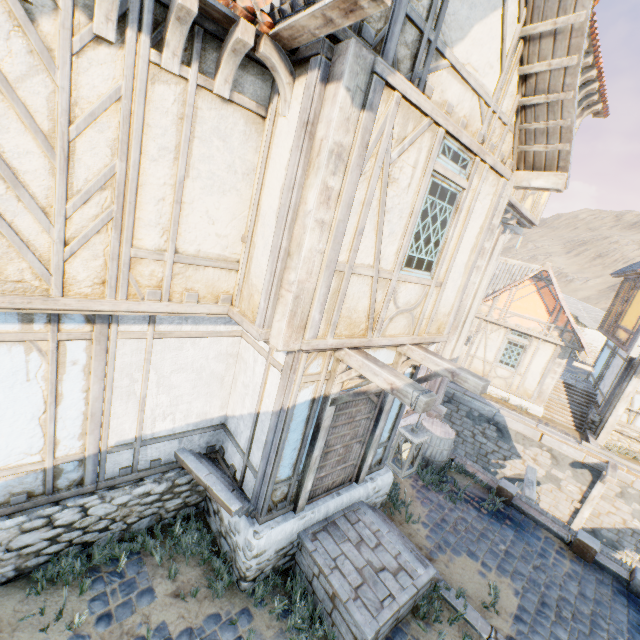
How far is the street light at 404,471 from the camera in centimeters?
362cm

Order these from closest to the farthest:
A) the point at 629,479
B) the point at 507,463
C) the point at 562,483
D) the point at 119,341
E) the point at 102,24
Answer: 1. the point at 102,24
2. the point at 119,341
3. the point at 629,479
4. the point at 562,483
5. the point at 507,463

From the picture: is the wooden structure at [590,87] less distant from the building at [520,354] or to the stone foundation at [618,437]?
the building at [520,354]

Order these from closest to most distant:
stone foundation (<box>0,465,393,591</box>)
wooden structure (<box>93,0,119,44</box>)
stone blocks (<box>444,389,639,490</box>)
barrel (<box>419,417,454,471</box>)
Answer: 1. wooden structure (<box>93,0,119,44</box>)
2. stone foundation (<box>0,465,393,591</box>)
3. barrel (<box>419,417,454,471</box>)
4. stone blocks (<box>444,389,639,490</box>)

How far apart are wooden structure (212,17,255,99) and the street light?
2.8 meters

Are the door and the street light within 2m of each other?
yes

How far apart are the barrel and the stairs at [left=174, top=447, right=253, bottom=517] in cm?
527

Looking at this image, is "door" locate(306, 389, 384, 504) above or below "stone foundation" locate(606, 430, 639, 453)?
above
